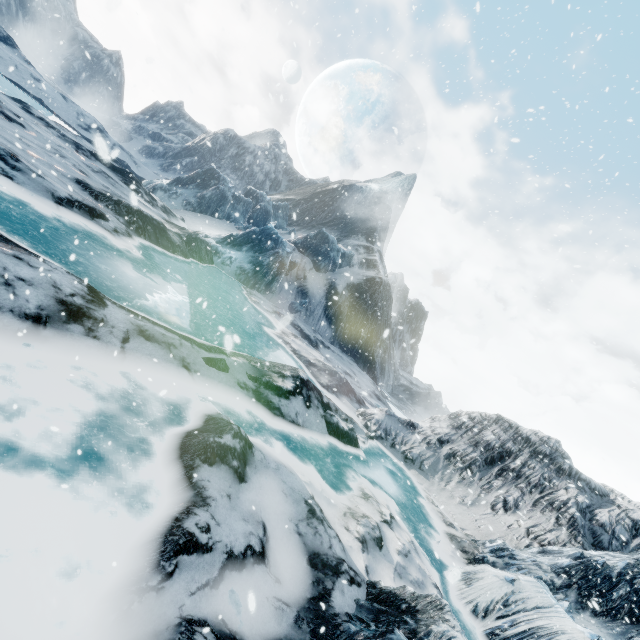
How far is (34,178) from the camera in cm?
1091
